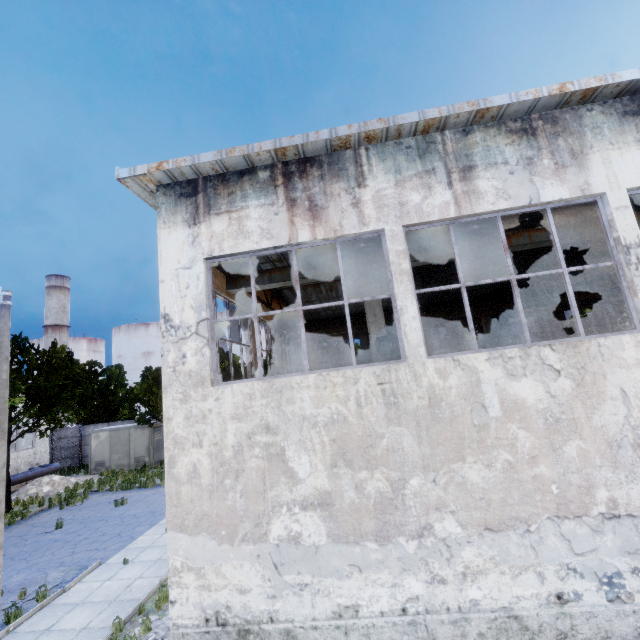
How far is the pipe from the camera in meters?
22.1

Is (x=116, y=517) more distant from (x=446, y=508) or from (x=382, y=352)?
(x=446, y=508)

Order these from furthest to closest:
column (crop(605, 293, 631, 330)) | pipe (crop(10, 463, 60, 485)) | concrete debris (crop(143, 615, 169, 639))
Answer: pipe (crop(10, 463, 60, 485))
column (crop(605, 293, 631, 330))
concrete debris (crop(143, 615, 169, 639))

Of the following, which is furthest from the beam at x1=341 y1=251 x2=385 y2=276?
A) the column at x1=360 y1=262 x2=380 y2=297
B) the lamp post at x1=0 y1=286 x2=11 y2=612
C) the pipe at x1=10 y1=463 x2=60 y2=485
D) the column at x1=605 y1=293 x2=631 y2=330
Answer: the pipe at x1=10 y1=463 x2=60 y2=485

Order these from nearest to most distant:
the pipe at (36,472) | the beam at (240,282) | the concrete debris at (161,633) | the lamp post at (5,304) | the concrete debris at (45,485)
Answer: the concrete debris at (161,633) → the lamp post at (5,304) → the beam at (240,282) → the concrete debris at (45,485) → the pipe at (36,472)

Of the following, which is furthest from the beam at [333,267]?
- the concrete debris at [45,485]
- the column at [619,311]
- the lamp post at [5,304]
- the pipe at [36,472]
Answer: the concrete debris at [45,485]

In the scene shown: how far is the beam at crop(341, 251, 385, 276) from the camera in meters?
9.2 m

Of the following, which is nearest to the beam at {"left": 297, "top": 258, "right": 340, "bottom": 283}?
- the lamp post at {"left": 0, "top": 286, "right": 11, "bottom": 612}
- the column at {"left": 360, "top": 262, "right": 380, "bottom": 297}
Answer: the column at {"left": 360, "top": 262, "right": 380, "bottom": 297}
